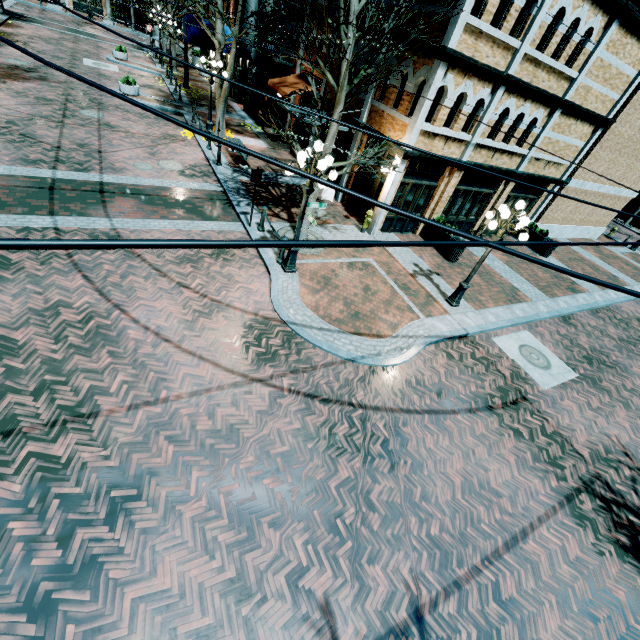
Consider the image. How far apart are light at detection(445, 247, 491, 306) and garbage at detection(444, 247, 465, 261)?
3.00m

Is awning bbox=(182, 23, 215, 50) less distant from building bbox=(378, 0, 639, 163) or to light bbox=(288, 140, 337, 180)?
building bbox=(378, 0, 639, 163)

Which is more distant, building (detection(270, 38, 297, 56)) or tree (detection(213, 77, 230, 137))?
building (detection(270, 38, 297, 56))

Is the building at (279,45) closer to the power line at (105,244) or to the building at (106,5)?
the power line at (105,244)

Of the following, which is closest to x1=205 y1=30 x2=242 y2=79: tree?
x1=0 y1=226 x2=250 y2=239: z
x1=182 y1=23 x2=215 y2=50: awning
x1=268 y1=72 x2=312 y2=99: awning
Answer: x1=182 y1=23 x2=215 y2=50: awning

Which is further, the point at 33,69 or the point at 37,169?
the point at 33,69

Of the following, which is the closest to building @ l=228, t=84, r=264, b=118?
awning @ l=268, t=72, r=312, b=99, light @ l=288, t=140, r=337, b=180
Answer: awning @ l=268, t=72, r=312, b=99

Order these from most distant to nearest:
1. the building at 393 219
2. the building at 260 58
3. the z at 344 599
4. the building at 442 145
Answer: the building at 260 58
the building at 393 219
the building at 442 145
the z at 344 599
